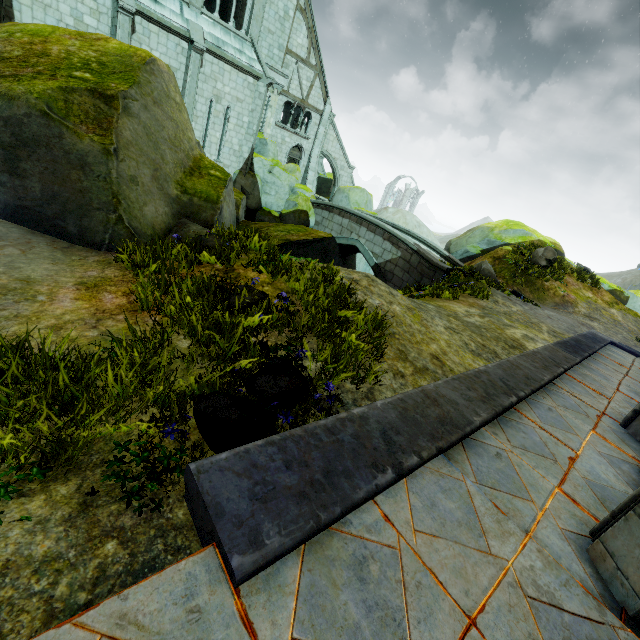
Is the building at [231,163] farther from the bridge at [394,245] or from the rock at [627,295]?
the bridge at [394,245]

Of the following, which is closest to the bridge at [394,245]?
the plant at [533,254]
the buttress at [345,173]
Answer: the plant at [533,254]

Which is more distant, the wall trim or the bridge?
the bridge

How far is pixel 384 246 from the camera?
17.9m

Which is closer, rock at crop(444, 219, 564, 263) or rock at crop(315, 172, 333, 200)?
rock at crop(444, 219, 564, 263)

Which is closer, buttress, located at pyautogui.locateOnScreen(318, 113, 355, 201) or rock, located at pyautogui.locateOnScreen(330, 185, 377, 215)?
rock, located at pyautogui.locateOnScreen(330, 185, 377, 215)

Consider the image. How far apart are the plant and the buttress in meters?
18.4

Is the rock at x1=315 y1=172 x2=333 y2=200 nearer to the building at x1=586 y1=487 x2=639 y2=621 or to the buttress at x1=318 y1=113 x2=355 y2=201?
the buttress at x1=318 y1=113 x2=355 y2=201
